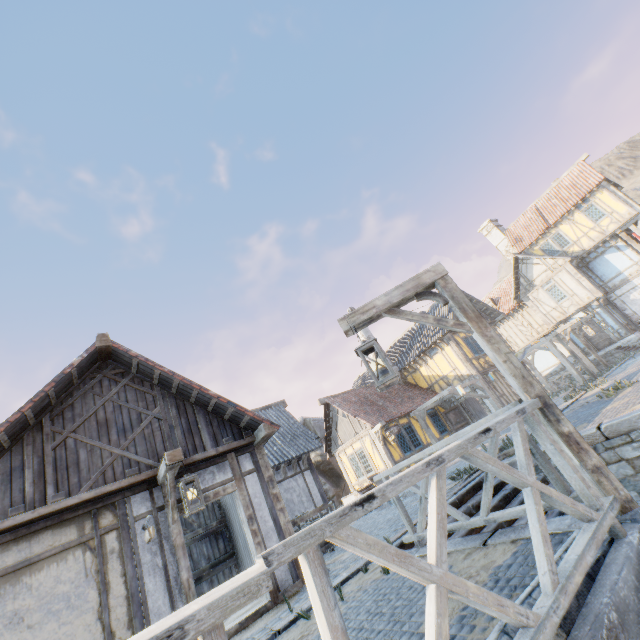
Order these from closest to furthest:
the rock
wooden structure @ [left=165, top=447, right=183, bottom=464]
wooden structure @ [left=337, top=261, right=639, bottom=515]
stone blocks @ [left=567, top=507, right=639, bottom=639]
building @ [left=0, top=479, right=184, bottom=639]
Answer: stone blocks @ [left=567, top=507, right=639, bottom=639], wooden structure @ [left=337, top=261, right=639, bottom=515], building @ [left=0, top=479, right=184, bottom=639], wooden structure @ [left=165, top=447, right=183, bottom=464], the rock

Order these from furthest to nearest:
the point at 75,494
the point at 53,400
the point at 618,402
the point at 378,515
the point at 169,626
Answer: the point at 378,515, the point at 618,402, the point at 53,400, the point at 75,494, the point at 169,626

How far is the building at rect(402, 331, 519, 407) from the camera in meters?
18.5 m

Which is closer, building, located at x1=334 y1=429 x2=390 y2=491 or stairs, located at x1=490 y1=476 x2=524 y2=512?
stairs, located at x1=490 y1=476 x2=524 y2=512

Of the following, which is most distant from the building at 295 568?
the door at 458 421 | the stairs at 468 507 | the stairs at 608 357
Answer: the stairs at 608 357

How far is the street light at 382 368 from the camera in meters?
3.6

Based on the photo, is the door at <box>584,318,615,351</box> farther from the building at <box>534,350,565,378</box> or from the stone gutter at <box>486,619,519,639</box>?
the stone gutter at <box>486,619,519,639</box>

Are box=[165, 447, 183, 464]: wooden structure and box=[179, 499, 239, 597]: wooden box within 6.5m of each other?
yes
